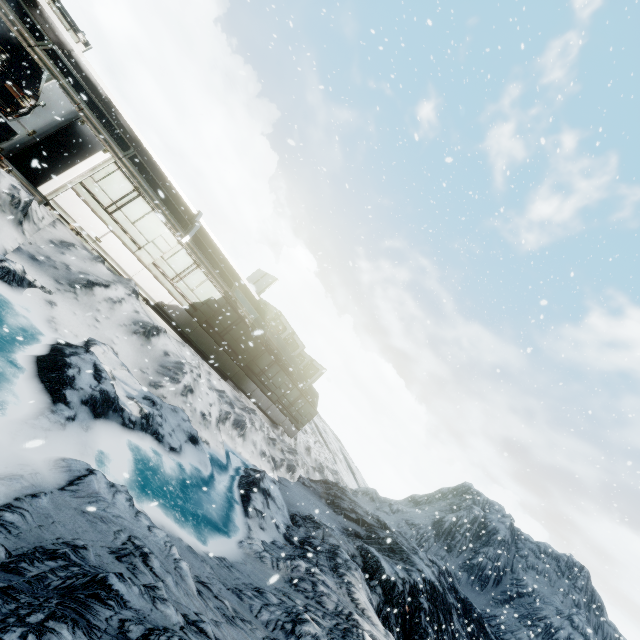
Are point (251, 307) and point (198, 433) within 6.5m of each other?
no
